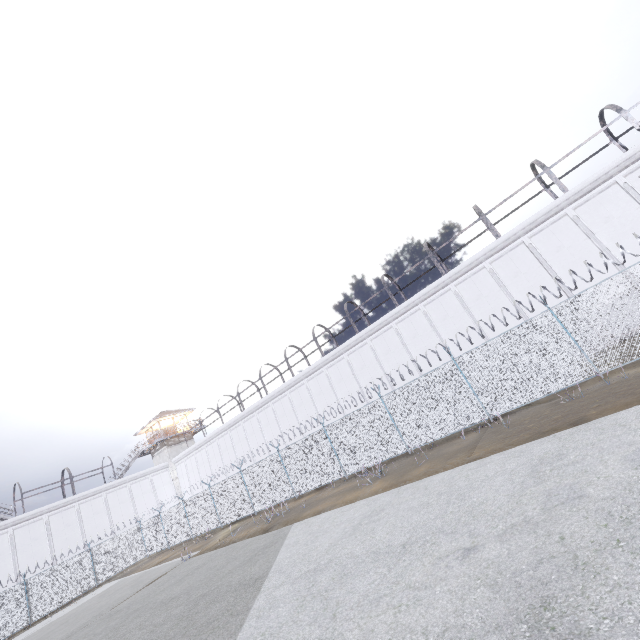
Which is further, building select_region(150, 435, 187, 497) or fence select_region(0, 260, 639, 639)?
building select_region(150, 435, 187, 497)

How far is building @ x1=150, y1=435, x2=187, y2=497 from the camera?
40.5m

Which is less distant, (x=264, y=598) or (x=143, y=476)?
(x=264, y=598)

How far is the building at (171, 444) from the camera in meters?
40.5 m

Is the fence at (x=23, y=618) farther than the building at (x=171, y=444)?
No

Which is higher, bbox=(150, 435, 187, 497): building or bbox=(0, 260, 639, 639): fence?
bbox=(150, 435, 187, 497): building
